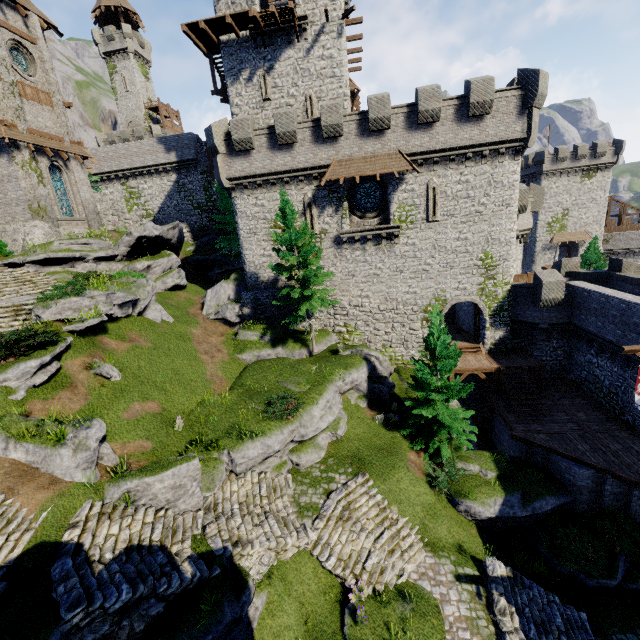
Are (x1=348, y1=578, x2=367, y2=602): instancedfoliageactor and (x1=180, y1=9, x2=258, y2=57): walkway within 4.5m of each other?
no

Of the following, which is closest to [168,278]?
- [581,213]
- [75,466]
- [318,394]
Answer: [318,394]

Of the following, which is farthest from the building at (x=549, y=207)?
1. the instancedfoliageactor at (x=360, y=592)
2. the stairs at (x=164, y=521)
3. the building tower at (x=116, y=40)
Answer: the building tower at (x=116, y=40)

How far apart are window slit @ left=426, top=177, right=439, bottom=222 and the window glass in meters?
2.8 m

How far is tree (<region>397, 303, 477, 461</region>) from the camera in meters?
16.3

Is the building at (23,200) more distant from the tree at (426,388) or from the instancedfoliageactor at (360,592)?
the instancedfoliageactor at (360,592)

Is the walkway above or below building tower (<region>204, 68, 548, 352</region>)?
above

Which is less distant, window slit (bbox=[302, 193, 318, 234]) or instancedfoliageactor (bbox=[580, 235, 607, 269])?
window slit (bbox=[302, 193, 318, 234])
